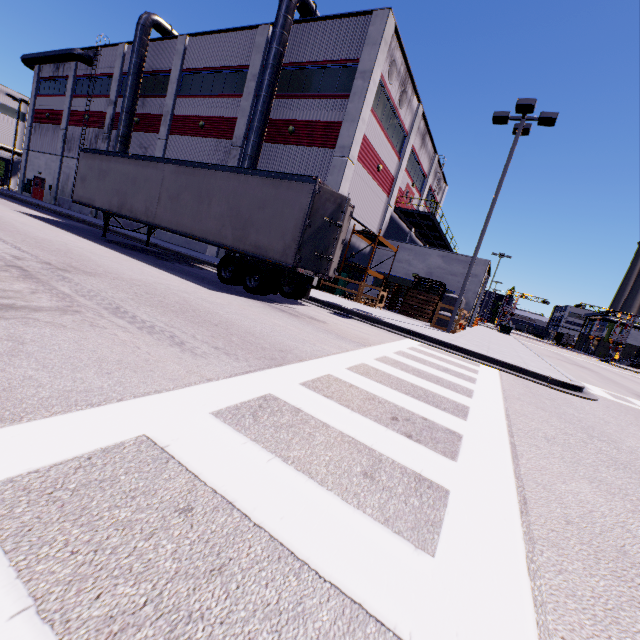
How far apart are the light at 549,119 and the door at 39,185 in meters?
42.1 m

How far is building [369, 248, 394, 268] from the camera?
24.8 meters

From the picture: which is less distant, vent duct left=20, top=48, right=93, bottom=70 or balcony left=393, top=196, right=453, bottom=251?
balcony left=393, top=196, right=453, bottom=251

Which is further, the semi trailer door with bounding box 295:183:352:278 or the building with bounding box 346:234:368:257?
the building with bounding box 346:234:368:257

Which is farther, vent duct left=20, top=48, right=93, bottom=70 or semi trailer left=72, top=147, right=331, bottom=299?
vent duct left=20, top=48, right=93, bottom=70

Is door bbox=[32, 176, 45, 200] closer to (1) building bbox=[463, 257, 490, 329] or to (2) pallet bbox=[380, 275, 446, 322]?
(1) building bbox=[463, 257, 490, 329]

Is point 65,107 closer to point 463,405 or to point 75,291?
point 75,291

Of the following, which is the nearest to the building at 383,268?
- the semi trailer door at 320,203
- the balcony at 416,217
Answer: the balcony at 416,217
